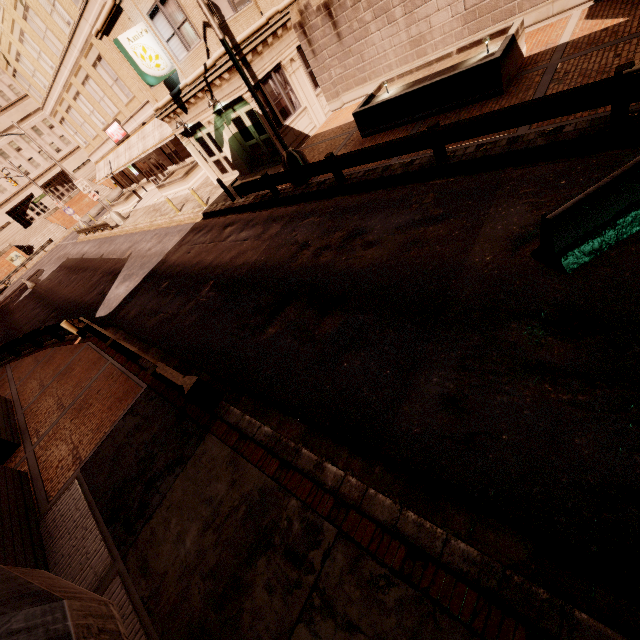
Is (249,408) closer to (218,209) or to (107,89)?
(218,209)

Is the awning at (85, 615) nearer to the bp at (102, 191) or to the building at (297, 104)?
the building at (297, 104)

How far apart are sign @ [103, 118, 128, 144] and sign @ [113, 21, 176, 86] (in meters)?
16.17

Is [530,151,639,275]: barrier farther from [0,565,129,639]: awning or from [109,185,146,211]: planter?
[109,185,146,211]: planter

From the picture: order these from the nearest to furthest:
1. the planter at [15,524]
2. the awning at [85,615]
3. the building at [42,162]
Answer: the awning at [85,615] → the planter at [15,524] → the building at [42,162]

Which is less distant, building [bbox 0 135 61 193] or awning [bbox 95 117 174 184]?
awning [bbox 95 117 174 184]

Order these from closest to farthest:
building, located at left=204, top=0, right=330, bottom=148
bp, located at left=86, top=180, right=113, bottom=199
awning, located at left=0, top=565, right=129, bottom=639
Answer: awning, located at left=0, top=565, right=129, bottom=639 → building, located at left=204, top=0, right=330, bottom=148 → bp, located at left=86, top=180, right=113, bottom=199

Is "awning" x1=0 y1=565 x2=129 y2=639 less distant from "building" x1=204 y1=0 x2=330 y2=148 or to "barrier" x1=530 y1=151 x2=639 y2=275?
"barrier" x1=530 y1=151 x2=639 y2=275
